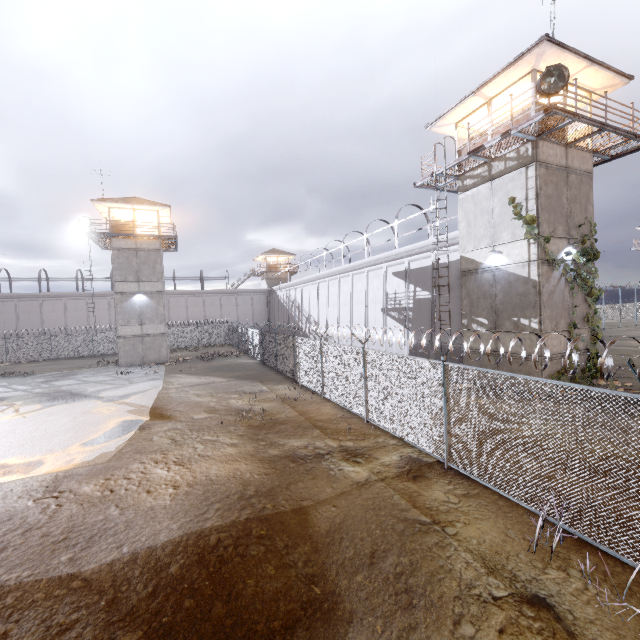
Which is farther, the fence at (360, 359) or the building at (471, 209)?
the building at (471, 209)

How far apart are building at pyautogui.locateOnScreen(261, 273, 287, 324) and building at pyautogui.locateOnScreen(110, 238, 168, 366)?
23.6m

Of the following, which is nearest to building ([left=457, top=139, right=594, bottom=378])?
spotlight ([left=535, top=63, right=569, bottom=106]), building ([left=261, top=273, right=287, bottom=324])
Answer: spotlight ([left=535, top=63, right=569, bottom=106])

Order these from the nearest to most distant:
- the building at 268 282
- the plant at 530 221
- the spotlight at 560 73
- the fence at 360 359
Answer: the fence at 360 359
the spotlight at 560 73
the plant at 530 221
the building at 268 282

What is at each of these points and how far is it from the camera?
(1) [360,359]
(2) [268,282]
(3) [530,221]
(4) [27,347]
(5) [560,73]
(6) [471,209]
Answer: (1) fence, 12.4 meters
(2) building, 53.5 meters
(3) plant, 13.2 meters
(4) fence, 36.1 meters
(5) spotlight, 11.0 meters
(6) building, 16.0 meters

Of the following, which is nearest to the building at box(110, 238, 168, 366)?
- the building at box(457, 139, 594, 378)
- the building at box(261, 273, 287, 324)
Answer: the building at box(261, 273, 287, 324)

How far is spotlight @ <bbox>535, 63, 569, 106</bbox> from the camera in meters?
10.8 m

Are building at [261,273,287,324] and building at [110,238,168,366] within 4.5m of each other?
no
